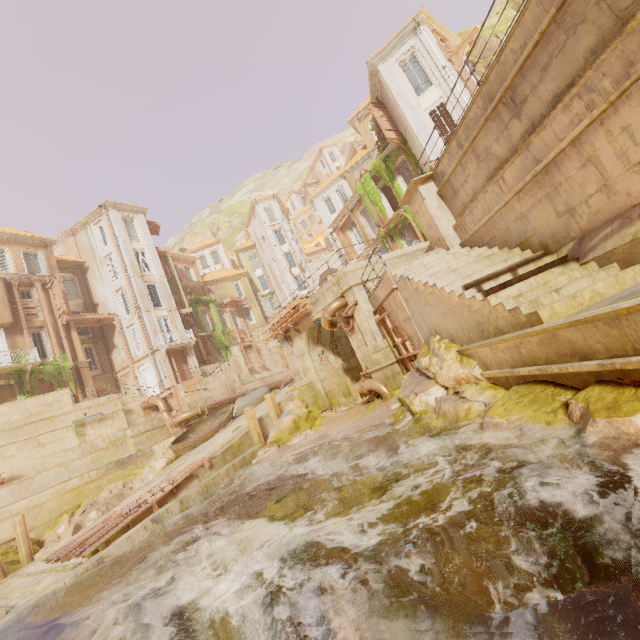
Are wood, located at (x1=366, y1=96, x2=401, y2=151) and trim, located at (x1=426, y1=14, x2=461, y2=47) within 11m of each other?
yes

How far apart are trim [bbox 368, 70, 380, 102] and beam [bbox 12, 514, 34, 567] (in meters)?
30.68

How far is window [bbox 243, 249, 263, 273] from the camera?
51.2 meters

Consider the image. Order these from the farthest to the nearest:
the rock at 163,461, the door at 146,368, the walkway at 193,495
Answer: the door at 146,368
the rock at 163,461
the walkway at 193,495

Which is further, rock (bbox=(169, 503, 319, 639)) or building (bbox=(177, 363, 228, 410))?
building (bbox=(177, 363, 228, 410))

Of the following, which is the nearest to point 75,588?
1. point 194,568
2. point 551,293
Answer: point 194,568

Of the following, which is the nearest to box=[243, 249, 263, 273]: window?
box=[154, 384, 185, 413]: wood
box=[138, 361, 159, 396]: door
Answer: box=[138, 361, 159, 396]: door

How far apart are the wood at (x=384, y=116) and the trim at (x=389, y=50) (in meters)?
2.29
